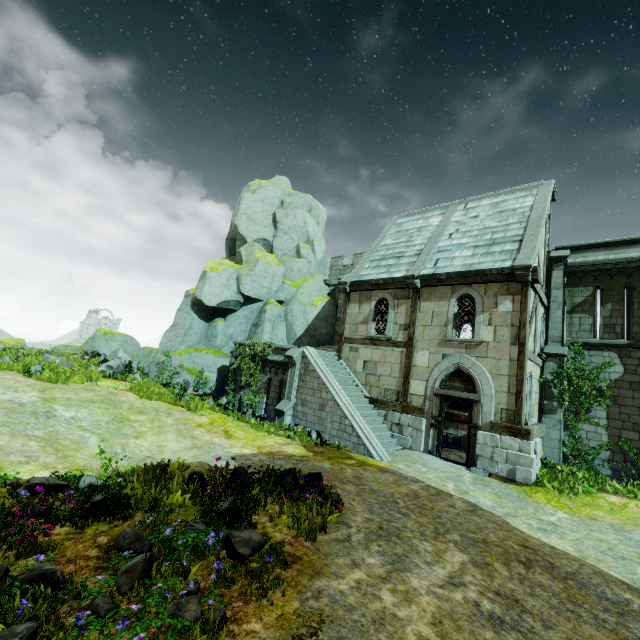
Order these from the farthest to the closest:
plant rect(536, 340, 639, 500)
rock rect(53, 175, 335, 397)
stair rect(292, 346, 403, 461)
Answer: rock rect(53, 175, 335, 397) < stair rect(292, 346, 403, 461) < plant rect(536, 340, 639, 500)

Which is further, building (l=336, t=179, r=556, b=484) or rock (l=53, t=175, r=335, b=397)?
rock (l=53, t=175, r=335, b=397)

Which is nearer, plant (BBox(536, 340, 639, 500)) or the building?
plant (BBox(536, 340, 639, 500))

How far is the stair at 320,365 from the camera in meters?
12.2 m

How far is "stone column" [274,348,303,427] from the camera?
14.3 meters

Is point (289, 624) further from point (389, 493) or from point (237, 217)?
point (237, 217)

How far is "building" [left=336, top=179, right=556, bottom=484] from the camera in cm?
1152

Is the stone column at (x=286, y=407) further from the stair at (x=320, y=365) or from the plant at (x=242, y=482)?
the plant at (x=242, y=482)
